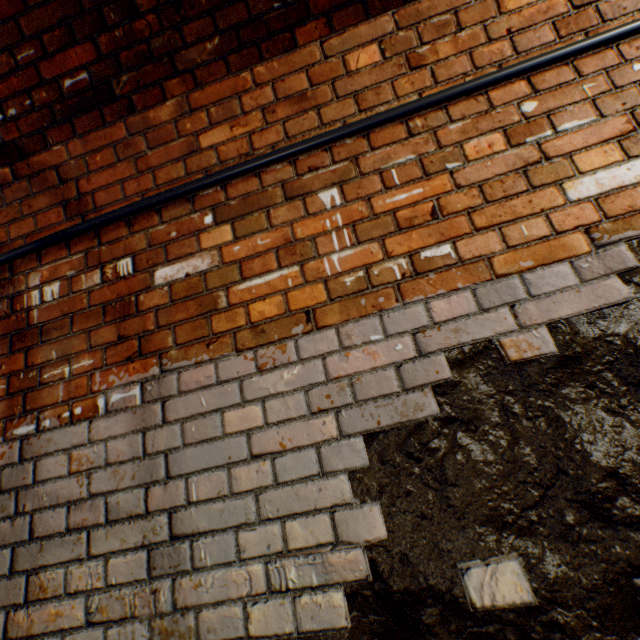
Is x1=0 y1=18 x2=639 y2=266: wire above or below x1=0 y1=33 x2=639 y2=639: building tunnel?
above

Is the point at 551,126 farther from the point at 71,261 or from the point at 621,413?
the point at 71,261

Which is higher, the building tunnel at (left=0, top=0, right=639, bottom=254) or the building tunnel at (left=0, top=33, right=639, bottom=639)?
the building tunnel at (left=0, top=0, right=639, bottom=254)

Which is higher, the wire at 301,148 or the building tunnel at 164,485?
the wire at 301,148

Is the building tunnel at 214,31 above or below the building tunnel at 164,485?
above
